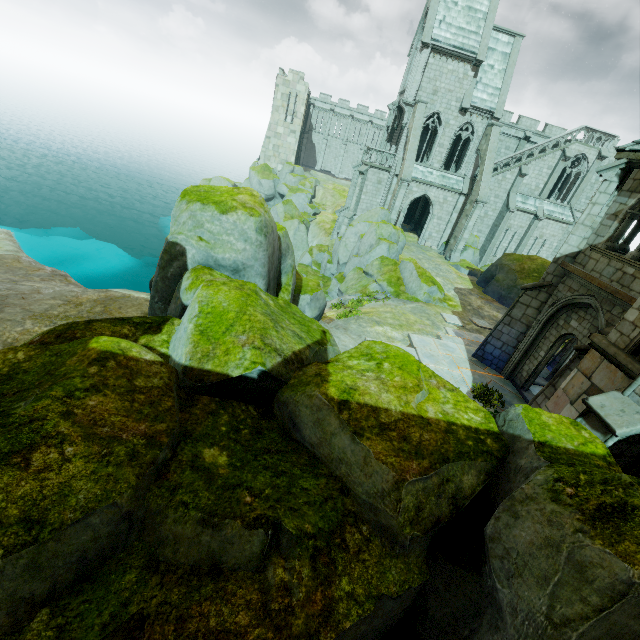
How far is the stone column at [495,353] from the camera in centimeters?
1007cm

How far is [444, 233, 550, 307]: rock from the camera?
22.8 meters

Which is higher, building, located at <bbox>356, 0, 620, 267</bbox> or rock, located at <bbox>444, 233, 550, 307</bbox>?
building, located at <bbox>356, 0, 620, 267</bbox>

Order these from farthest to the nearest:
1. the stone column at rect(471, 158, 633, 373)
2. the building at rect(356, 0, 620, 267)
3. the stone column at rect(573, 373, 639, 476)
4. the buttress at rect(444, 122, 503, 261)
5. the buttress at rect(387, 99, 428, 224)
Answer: the buttress at rect(444, 122, 503, 261) < the buttress at rect(387, 99, 428, 224) < the building at rect(356, 0, 620, 267) < the stone column at rect(471, 158, 633, 373) < the stone column at rect(573, 373, 639, 476)

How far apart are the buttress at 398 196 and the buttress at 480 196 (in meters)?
5.88

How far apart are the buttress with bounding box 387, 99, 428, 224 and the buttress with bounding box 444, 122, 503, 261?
5.88m

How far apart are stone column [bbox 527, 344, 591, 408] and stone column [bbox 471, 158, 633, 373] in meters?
3.6

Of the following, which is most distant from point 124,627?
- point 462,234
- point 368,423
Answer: point 462,234
